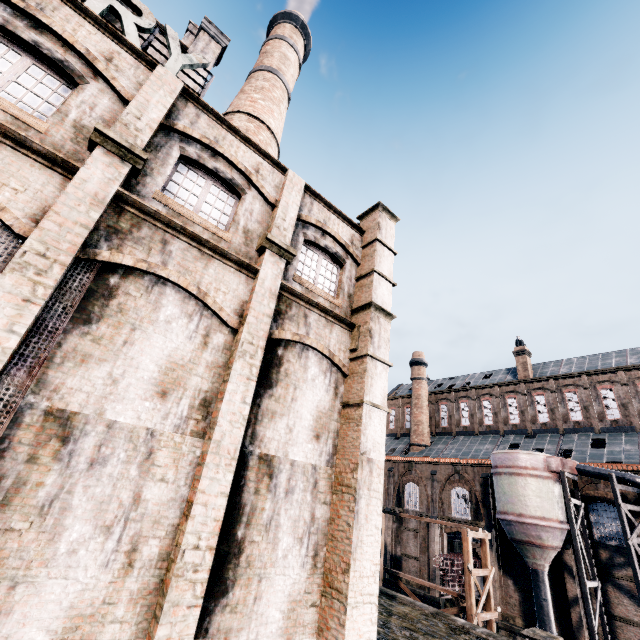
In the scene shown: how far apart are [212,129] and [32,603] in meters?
11.5 m

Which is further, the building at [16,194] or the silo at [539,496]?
the silo at [539,496]

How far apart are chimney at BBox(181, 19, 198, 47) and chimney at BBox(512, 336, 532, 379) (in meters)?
43.47

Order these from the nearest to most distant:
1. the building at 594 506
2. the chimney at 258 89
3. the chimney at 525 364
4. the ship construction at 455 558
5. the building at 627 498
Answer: the chimney at 258 89
the building at 594 506
the building at 627 498
the ship construction at 455 558
the chimney at 525 364

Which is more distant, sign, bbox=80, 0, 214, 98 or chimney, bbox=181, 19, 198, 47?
chimney, bbox=181, 19, 198, 47

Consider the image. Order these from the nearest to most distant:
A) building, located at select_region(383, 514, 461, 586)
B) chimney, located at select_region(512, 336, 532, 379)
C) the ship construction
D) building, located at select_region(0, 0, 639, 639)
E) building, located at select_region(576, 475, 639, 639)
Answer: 1. building, located at select_region(0, 0, 639, 639)
2. building, located at select_region(576, 475, 639, 639)
3. the ship construction
4. building, located at select_region(383, 514, 461, 586)
5. chimney, located at select_region(512, 336, 532, 379)

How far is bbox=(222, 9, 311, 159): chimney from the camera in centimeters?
2148cm

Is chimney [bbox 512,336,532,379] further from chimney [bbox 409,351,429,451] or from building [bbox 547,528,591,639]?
chimney [bbox 409,351,429,451]
